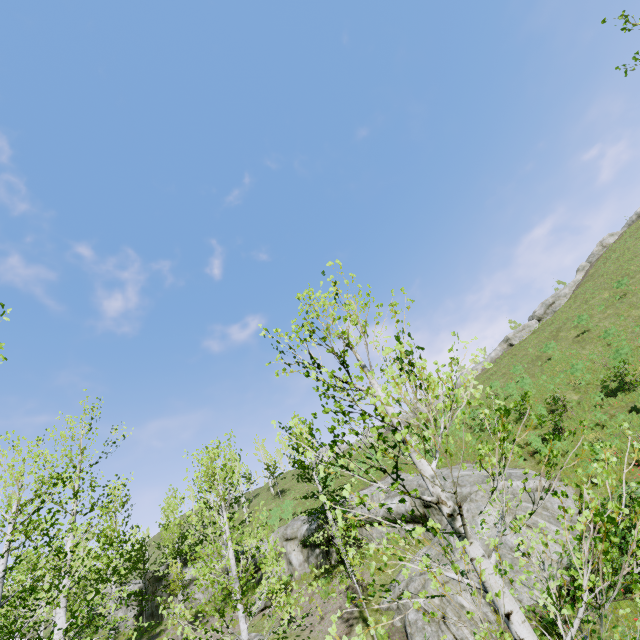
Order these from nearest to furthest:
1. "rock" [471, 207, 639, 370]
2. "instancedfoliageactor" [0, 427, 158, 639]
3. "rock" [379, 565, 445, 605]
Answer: "instancedfoliageactor" [0, 427, 158, 639] < "rock" [379, 565, 445, 605] < "rock" [471, 207, 639, 370]

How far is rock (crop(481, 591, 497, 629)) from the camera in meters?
10.3

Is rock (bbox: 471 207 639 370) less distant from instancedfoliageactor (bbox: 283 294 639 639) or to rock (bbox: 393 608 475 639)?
rock (bbox: 393 608 475 639)

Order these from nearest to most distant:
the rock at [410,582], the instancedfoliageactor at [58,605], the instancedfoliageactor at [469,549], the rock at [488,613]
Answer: the instancedfoliageactor at [469,549] < the instancedfoliageactor at [58,605] < the rock at [488,613] < the rock at [410,582]

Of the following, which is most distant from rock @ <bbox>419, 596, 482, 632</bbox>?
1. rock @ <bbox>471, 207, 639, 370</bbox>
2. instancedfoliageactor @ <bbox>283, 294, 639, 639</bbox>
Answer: rock @ <bbox>471, 207, 639, 370</bbox>

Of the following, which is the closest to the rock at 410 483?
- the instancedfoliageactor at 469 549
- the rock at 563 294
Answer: the instancedfoliageactor at 469 549

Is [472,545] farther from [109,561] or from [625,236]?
[625,236]
